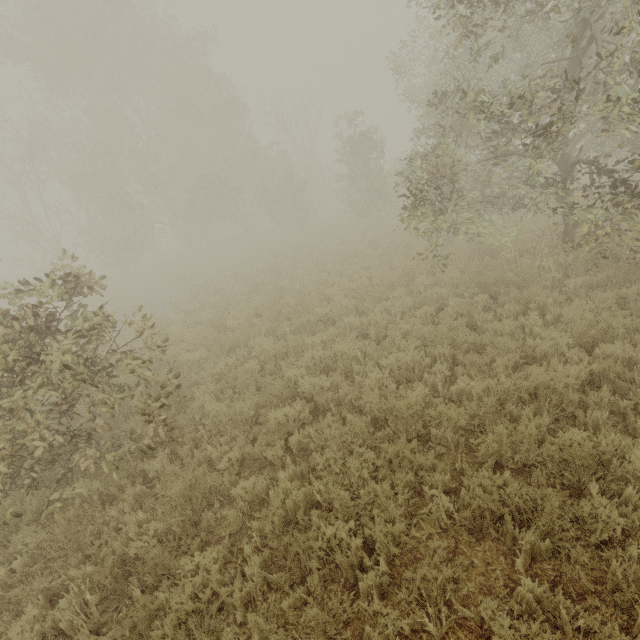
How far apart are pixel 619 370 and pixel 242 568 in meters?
5.8 m
